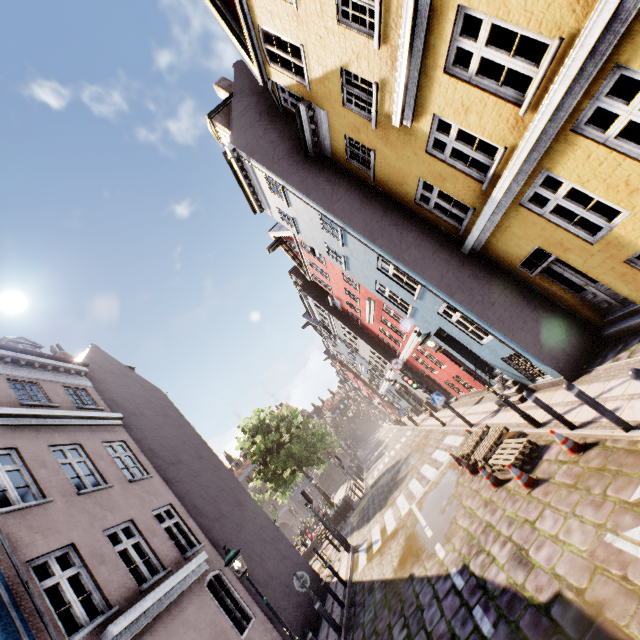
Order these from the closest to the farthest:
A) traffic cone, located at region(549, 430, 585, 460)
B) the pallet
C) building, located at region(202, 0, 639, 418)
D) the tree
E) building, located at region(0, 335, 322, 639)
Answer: building, located at region(202, 0, 639, 418), traffic cone, located at region(549, 430, 585, 460), building, located at region(0, 335, 322, 639), the pallet, the tree

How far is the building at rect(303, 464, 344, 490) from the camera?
52.62m

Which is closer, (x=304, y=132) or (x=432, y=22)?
(x=432, y=22)

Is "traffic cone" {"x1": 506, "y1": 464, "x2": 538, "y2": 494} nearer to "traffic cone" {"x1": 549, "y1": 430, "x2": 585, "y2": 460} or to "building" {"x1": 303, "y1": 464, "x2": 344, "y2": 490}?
"traffic cone" {"x1": 549, "y1": 430, "x2": 585, "y2": 460}

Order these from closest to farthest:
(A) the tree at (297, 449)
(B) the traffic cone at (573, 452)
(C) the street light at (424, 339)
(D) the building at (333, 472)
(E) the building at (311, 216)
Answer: (E) the building at (311, 216)
(B) the traffic cone at (573, 452)
(C) the street light at (424, 339)
(A) the tree at (297, 449)
(D) the building at (333, 472)

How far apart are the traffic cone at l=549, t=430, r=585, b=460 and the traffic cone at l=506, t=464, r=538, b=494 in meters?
0.8 m

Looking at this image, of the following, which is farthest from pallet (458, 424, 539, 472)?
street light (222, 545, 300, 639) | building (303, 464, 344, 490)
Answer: building (303, 464, 344, 490)

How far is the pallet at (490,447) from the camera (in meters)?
7.58
